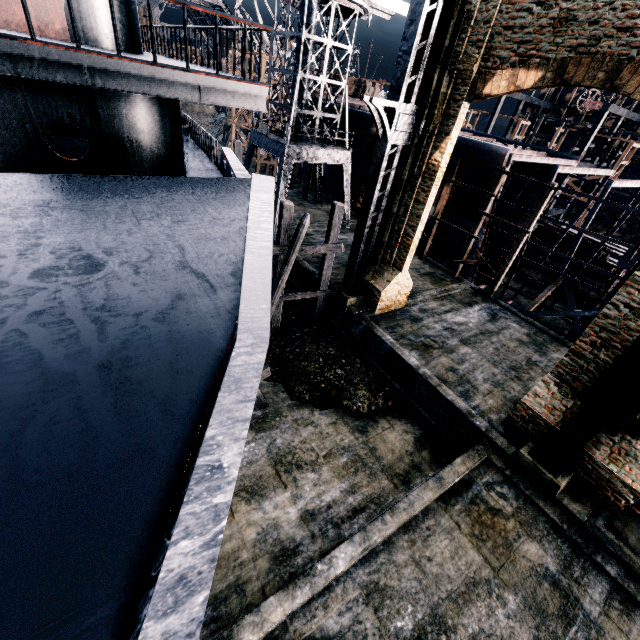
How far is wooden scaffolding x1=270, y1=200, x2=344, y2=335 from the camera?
14.8m

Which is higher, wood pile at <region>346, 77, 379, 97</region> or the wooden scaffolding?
wood pile at <region>346, 77, 379, 97</region>

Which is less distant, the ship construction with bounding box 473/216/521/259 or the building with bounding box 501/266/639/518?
the building with bounding box 501/266/639/518

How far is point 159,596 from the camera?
1.37m

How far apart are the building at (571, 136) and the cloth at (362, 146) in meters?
47.1 m

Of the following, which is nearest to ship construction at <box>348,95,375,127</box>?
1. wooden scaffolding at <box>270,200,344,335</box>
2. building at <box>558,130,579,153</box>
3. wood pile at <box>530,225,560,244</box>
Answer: wood pile at <box>530,225,560,244</box>

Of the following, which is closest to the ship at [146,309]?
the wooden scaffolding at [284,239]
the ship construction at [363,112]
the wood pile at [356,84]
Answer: the wooden scaffolding at [284,239]

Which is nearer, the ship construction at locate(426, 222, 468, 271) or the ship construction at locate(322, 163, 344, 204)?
the ship construction at locate(426, 222, 468, 271)
